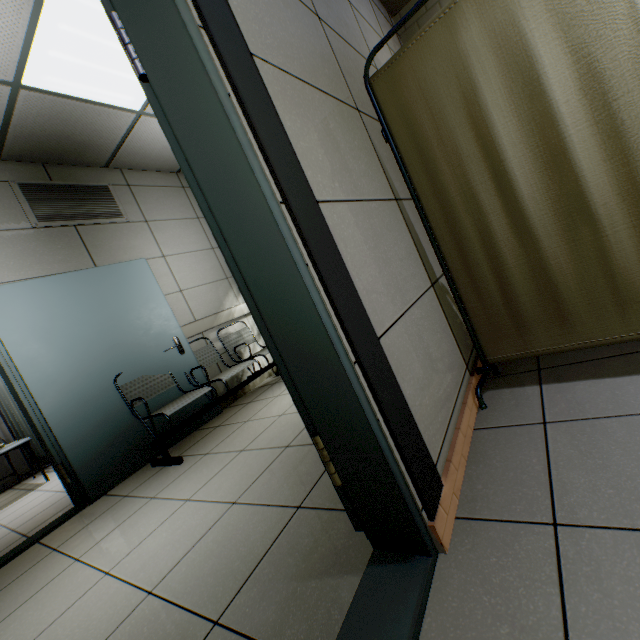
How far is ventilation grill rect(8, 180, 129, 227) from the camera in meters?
3.2

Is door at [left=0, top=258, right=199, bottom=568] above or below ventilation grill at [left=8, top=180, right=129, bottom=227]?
below

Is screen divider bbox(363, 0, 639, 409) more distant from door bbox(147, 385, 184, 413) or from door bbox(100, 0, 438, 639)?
door bbox(147, 385, 184, 413)

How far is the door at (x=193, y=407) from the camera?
3.46m

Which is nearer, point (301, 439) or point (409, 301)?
point (409, 301)

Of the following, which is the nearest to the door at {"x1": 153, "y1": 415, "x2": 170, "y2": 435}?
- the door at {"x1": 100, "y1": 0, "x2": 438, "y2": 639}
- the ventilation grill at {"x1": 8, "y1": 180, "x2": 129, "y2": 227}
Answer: the ventilation grill at {"x1": 8, "y1": 180, "x2": 129, "y2": 227}

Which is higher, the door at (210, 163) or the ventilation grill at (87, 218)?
the ventilation grill at (87, 218)

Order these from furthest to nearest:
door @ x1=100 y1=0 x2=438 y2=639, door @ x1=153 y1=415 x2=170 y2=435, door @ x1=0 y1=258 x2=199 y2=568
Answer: door @ x1=153 y1=415 x2=170 y2=435 < door @ x1=0 y1=258 x2=199 y2=568 < door @ x1=100 y1=0 x2=438 y2=639
